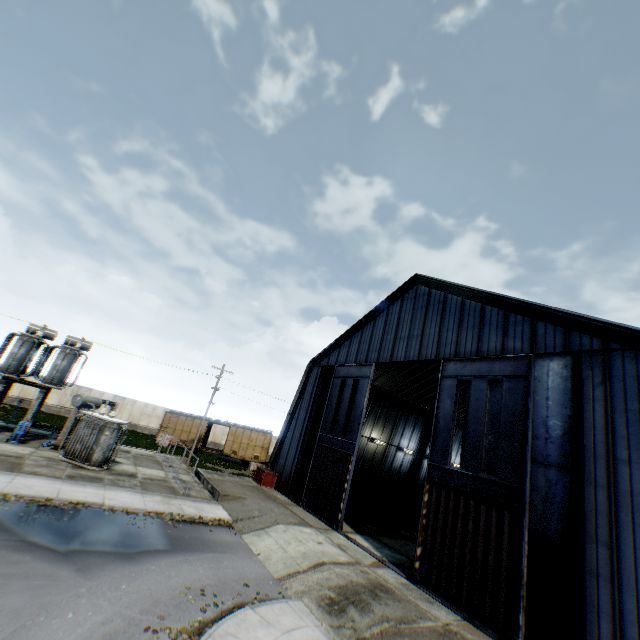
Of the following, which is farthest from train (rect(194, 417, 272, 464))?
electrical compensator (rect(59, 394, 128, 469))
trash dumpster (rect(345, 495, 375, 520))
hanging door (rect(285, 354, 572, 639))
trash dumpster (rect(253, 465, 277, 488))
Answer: electrical compensator (rect(59, 394, 128, 469))

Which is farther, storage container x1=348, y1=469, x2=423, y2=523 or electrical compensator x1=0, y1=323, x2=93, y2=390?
storage container x1=348, y1=469, x2=423, y2=523

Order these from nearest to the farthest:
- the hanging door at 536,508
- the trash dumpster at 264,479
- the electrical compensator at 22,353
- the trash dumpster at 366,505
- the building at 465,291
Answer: the building at 465,291, the hanging door at 536,508, the electrical compensator at 22,353, the trash dumpster at 366,505, the trash dumpster at 264,479

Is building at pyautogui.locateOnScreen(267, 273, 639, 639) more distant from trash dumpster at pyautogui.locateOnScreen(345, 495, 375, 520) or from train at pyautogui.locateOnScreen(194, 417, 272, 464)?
train at pyautogui.locateOnScreen(194, 417, 272, 464)

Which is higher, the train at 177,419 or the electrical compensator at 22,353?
the electrical compensator at 22,353

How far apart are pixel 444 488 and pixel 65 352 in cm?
2539

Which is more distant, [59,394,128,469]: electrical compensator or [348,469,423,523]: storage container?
[348,469,423,523]: storage container

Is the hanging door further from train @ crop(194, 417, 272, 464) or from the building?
train @ crop(194, 417, 272, 464)
